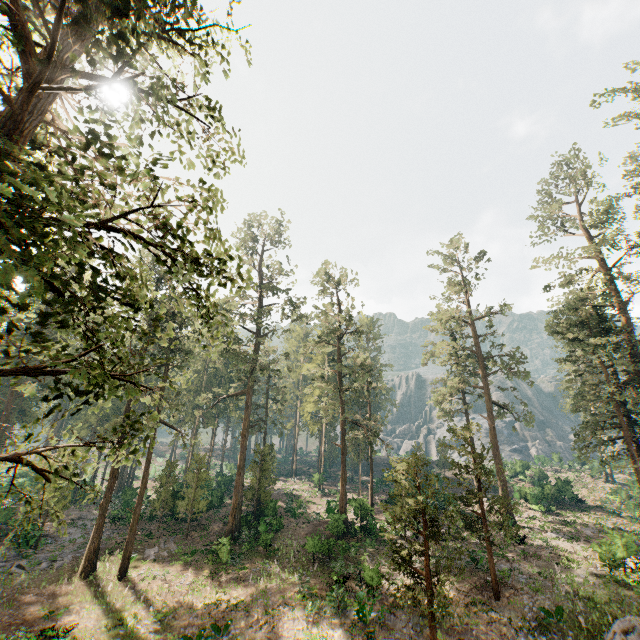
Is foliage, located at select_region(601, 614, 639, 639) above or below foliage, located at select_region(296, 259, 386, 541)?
below

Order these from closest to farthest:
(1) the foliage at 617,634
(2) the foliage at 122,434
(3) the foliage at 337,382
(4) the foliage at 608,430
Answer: (2) the foliage at 122,434 → (1) the foliage at 617,634 → (4) the foliage at 608,430 → (3) the foliage at 337,382

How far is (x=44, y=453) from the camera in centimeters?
669cm

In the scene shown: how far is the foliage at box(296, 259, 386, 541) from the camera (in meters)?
33.12

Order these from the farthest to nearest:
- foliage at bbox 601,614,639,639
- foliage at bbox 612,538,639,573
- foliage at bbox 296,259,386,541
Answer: foliage at bbox 296,259,386,541
foliage at bbox 612,538,639,573
foliage at bbox 601,614,639,639

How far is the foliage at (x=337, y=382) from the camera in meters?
33.1 m

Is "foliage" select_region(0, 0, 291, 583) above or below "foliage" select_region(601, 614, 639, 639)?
above

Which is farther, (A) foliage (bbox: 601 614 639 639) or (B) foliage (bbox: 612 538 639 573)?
(B) foliage (bbox: 612 538 639 573)
